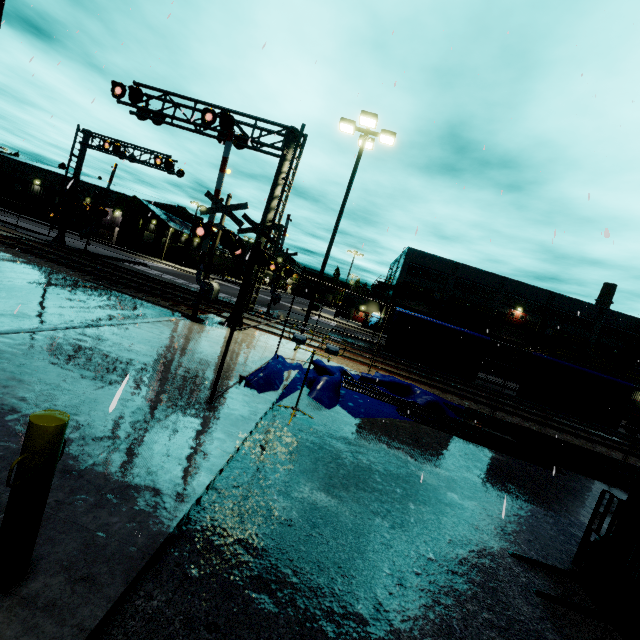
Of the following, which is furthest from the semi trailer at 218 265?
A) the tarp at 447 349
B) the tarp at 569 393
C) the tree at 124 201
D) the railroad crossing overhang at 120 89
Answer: the railroad crossing overhang at 120 89

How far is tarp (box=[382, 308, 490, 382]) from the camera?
13.0m

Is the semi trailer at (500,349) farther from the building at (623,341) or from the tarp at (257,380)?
the tarp at (257,380)

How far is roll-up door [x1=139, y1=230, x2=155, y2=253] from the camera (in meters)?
52.84

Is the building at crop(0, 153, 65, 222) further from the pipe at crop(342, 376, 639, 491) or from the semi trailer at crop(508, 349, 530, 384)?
the pipe at crop(342, 376, 639, 491)

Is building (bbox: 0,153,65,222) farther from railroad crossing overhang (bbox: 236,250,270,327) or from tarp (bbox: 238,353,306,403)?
railroad crossing overhang (bbox: 236,250,270,327)

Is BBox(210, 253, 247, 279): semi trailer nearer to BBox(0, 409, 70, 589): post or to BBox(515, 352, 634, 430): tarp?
BBox(515, 352, 634, 430): tarp

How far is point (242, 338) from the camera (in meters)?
12.48
